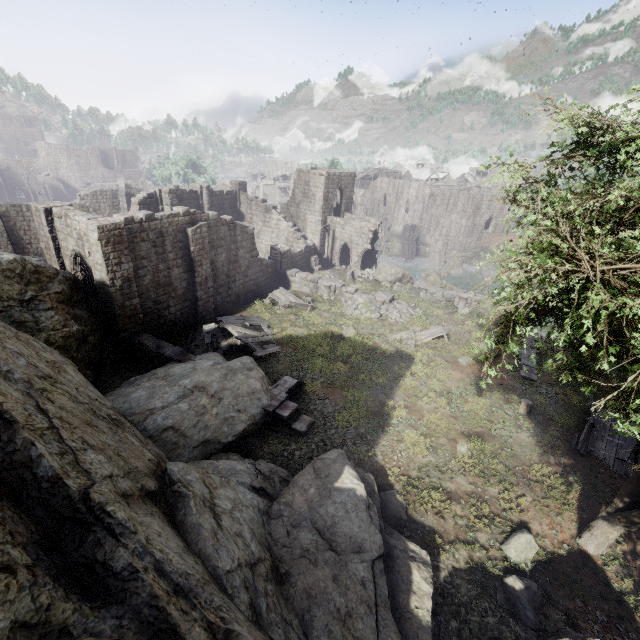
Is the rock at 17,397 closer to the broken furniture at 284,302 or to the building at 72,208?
the building at 72,208

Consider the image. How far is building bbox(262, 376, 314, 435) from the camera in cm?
1316

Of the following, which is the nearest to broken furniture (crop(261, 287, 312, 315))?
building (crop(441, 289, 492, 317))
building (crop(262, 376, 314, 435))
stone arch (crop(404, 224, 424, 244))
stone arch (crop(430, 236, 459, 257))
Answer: building (crop(262, 376, 314, 435))

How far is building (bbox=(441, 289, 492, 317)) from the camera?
25.98m

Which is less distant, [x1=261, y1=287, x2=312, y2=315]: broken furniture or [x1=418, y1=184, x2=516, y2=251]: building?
[x1=261, y1=287, x2=312, y2=315]: broken furniture

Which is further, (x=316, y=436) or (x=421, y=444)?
(x=316, y=436)

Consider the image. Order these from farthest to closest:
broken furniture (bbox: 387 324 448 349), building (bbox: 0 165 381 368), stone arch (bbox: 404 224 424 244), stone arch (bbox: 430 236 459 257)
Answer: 1. stone arch (bbox: 404 224 424 244)
2. stone arch (bbox: 430 236 459 257)
3. broken furniture (bbox: 387 324 448 349)
4. building (bbox: 0 165 381 368)

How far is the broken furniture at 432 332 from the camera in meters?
19.8 m
